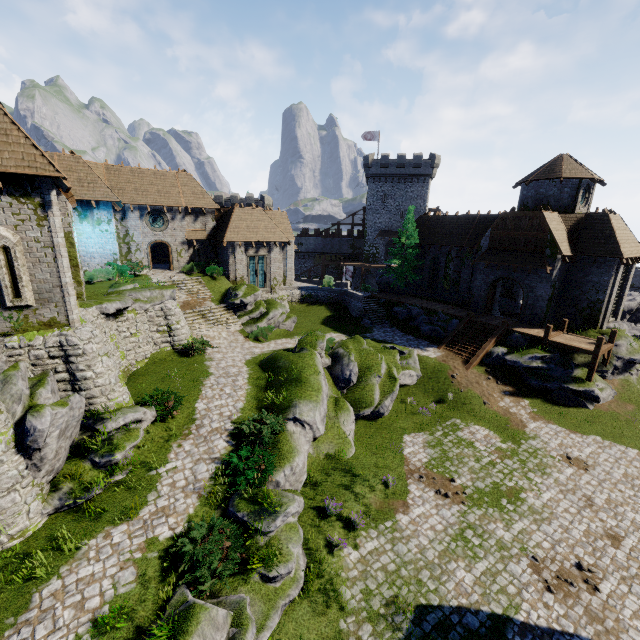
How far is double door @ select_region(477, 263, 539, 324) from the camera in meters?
26.2 m

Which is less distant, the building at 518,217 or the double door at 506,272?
the building at 518,217

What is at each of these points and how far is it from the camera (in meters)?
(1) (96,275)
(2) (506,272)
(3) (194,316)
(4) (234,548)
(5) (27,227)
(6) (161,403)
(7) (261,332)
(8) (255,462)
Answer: (1) bush, 24.55
(2) double door, 27.59
(3) stairs, 25.47
(4) bush, 9.70
(5) building, 11.48
(6) bush, 14.92
(7) bush, 25.81
(8) bush, 12.70

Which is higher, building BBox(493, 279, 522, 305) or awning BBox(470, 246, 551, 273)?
awning BBox(470, 246, 551, 273)

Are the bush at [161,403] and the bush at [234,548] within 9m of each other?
yes

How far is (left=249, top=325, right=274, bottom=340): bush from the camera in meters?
25.3 m

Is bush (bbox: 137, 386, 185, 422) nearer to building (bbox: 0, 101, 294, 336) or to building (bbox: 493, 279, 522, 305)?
→ building (bbox: 0, 101, 294, 336)

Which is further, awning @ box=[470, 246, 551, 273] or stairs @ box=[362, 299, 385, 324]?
stairs @ box=[362, 299, 385, 324]
